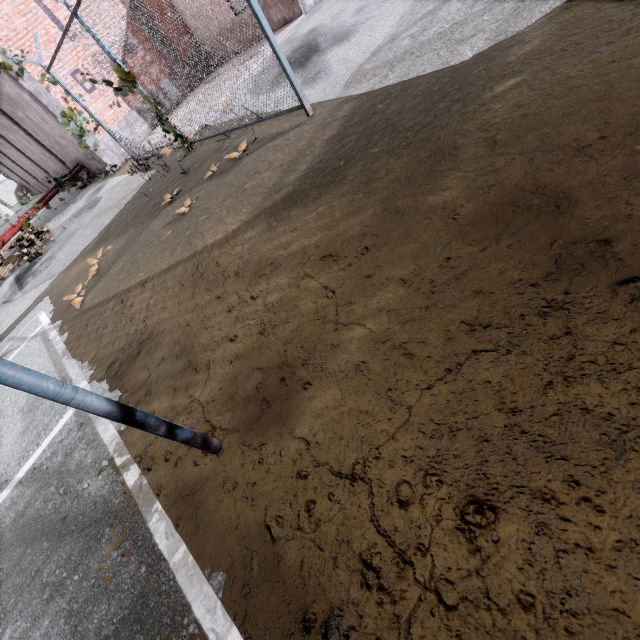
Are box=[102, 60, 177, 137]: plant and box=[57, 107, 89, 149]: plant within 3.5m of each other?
no

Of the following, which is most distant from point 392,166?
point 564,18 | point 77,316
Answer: point 77,316

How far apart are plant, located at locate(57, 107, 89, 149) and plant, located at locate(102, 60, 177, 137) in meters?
6.3 m

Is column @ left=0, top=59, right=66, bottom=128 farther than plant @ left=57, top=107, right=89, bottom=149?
No

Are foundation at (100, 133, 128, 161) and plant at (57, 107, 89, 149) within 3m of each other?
yes

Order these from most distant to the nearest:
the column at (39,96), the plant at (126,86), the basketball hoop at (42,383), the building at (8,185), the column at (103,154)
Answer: the building at (8,185), the column at (103,154), the column at (39,96), the plant at (126,86), the basketball hoop at (42,383)

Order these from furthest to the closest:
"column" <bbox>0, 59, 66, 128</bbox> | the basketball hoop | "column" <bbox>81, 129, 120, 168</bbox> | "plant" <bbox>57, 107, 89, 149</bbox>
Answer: "column" <bbox>81, 129, 120, 168</bbox>, "plant" <bbox>57, 107, 89, 149</bbox>, "column" <bbox>0, 59, 66, 128</bbox>, the basketball hoop

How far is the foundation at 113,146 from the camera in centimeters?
1232cm
